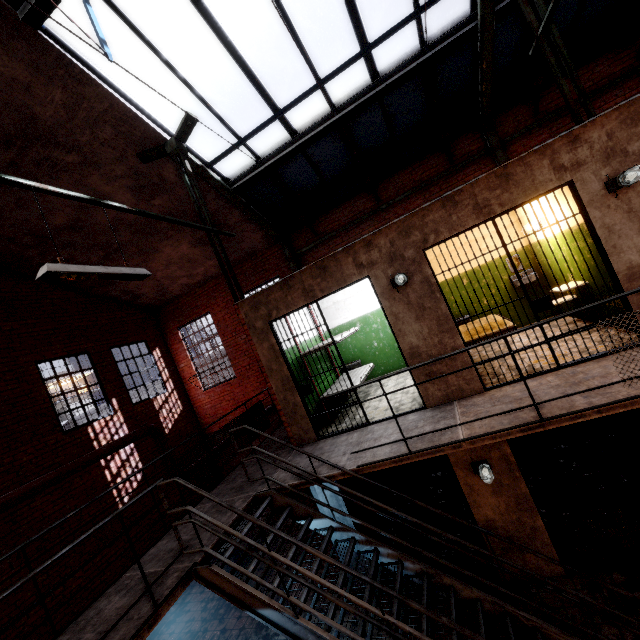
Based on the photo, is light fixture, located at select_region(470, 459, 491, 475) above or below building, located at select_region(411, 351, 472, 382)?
below

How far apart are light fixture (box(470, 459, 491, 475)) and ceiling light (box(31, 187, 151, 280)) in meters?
5.4 m

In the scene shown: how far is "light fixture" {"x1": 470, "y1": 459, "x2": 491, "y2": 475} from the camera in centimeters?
495cm

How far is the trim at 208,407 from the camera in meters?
11.0

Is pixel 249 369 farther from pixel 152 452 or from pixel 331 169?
pixel 331 169

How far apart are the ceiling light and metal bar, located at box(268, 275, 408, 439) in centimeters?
234cm

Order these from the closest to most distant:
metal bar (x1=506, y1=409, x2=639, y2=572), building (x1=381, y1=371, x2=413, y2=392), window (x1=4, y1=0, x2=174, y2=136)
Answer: window (x1=4, y1=0, x2=174, y2=136) → metal bar (x1=506, y1=409, x2=639, y2=572) → building (x1=381, y1=371, x2=413, y2=392)

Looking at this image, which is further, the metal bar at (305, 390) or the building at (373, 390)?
the building at (373, 390)
